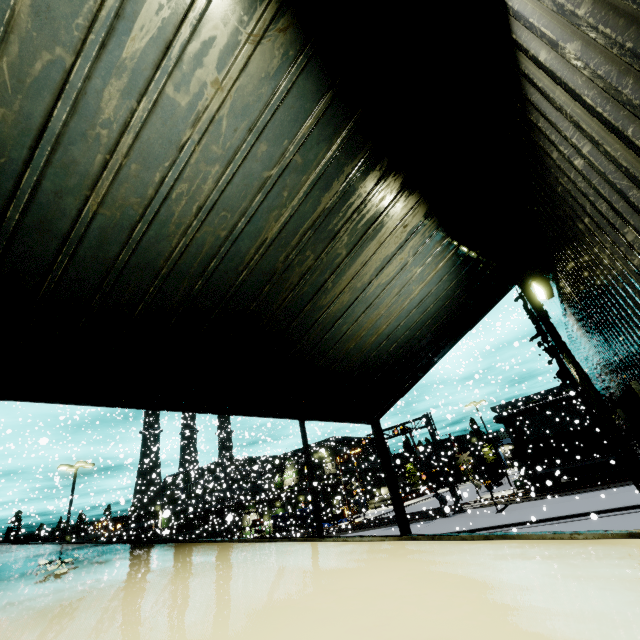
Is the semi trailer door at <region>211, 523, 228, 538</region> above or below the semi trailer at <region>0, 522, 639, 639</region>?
below

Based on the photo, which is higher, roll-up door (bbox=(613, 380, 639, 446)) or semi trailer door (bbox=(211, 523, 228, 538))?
roll-up door (bbox=(613, 380, 639, 446))

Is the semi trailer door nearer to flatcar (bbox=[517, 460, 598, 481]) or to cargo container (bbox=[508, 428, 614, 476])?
cargo container (bbox=[508, 428, 614, 476])

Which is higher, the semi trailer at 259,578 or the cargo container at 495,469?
the semi trailer at 259,578

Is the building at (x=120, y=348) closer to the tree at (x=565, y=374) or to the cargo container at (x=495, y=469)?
the tree at (x=565, y=374)

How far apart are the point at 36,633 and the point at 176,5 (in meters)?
4.07

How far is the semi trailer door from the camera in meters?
39.6

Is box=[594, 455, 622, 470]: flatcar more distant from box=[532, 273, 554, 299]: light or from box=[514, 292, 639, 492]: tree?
box=[532, 273, 554, 299]: light
